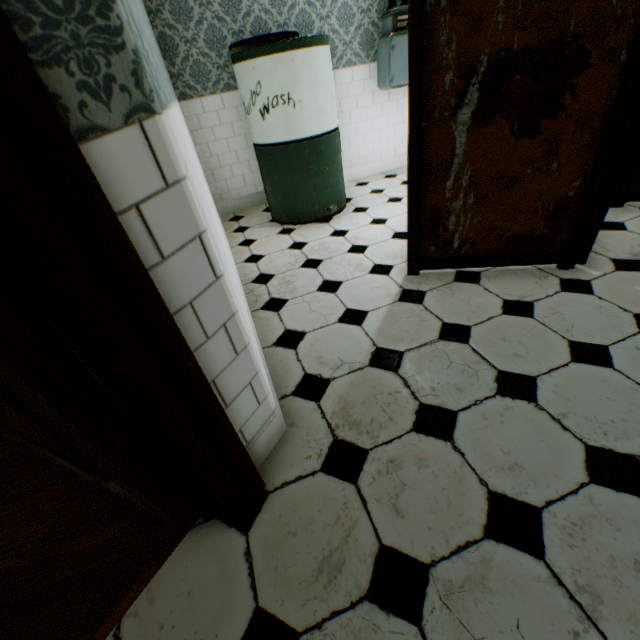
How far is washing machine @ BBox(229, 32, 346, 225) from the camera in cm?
255

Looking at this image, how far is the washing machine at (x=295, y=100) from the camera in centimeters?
255cm

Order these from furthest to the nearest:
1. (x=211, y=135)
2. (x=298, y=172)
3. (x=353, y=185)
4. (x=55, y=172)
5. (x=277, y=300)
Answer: (x=353, y=185) → (x=211, y=135) → (x=298, y=172) → (x=277, y=300) → (x=55, y=172)

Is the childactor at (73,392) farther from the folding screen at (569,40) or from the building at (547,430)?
the folding screen at (569,40)

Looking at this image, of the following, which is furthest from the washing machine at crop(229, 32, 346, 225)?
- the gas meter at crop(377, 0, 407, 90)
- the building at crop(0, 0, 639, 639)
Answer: the gas meter at crop(377, 0, 407, 90)

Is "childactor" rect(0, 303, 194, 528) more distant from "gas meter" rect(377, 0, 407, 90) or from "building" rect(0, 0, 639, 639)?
"gas meter" rect(377, 0, 407, 90)

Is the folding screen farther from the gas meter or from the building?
the gas meter

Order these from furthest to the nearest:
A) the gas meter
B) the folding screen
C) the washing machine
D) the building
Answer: the gas meter, the washing machine, the folding screen, the building
